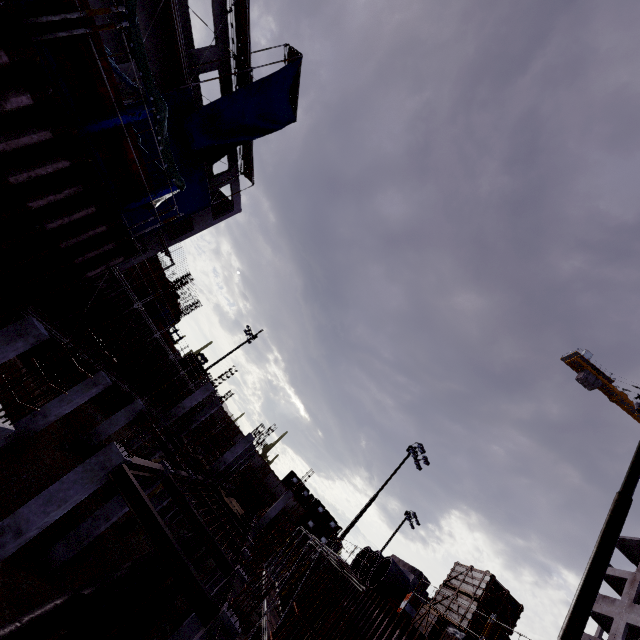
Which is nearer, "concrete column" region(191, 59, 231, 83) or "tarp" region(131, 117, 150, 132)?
"tarp" region(131, 117, 150, 132)

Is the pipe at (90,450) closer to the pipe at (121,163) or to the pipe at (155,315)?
the pipe at (155,315)

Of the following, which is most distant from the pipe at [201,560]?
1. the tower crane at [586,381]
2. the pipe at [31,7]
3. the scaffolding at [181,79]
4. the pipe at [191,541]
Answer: the tower crane at [586,381]

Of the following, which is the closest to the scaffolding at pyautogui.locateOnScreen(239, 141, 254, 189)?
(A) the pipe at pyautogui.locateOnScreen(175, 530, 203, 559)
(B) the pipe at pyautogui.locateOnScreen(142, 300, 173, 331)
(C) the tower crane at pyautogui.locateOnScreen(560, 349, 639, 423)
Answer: (B) the pipe at pyautogui.locateOnScreen(142, 300, 173, 331)

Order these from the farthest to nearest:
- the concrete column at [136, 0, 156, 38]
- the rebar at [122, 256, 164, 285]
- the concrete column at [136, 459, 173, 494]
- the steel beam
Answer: the rebar at [122, 256, 164, 285] → the concrete column at [136, 0, 156, 38] → the concrete column at [136, 459, 173, 494] → the steel beam

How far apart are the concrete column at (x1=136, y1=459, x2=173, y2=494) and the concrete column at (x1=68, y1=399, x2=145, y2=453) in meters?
6.2

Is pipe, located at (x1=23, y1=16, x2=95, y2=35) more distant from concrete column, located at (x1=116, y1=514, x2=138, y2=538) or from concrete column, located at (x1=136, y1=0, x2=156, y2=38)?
concrete column, located at (x1=116, y1=514, x2=138, y2=538)

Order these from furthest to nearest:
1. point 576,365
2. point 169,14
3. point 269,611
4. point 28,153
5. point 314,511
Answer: point 576,365
point 314,511
point 269,611
point 169,14
point 28,153
